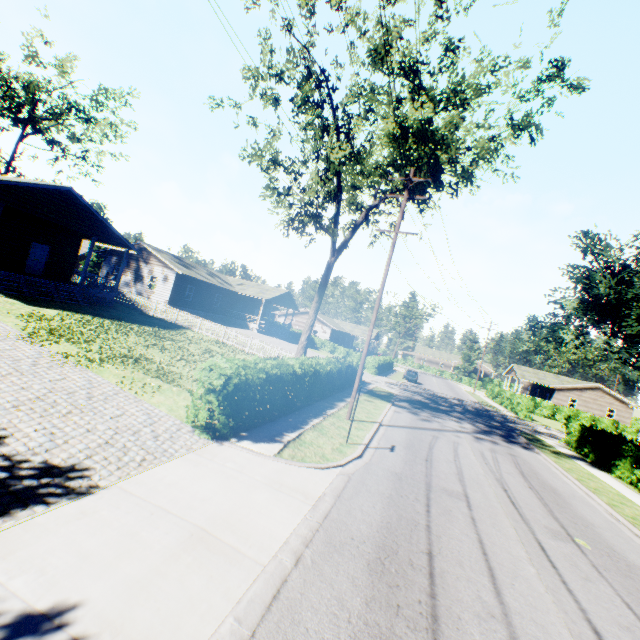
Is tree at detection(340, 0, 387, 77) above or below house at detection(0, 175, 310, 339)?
above

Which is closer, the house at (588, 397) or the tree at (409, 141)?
the tree at (409, 141)

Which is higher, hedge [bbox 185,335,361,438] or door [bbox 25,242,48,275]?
door [bbox 25,242,48,275]

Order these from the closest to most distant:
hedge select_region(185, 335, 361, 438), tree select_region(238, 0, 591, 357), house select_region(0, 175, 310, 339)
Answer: hedge select_region(185, 335, 361, 438)
tree select_region(238, 0, 591, 357)
house select_region(0, 175, 310, 339)

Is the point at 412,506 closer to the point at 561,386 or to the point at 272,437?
the point at 272,437

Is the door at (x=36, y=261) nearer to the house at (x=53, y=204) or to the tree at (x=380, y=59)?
the house at (x=53, y=204)

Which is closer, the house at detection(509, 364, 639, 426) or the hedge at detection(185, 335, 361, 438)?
the hedge at detection(185, 335, 361, 438)

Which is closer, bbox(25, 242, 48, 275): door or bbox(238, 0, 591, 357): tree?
bbox(238, 0, 591, 357): tree
